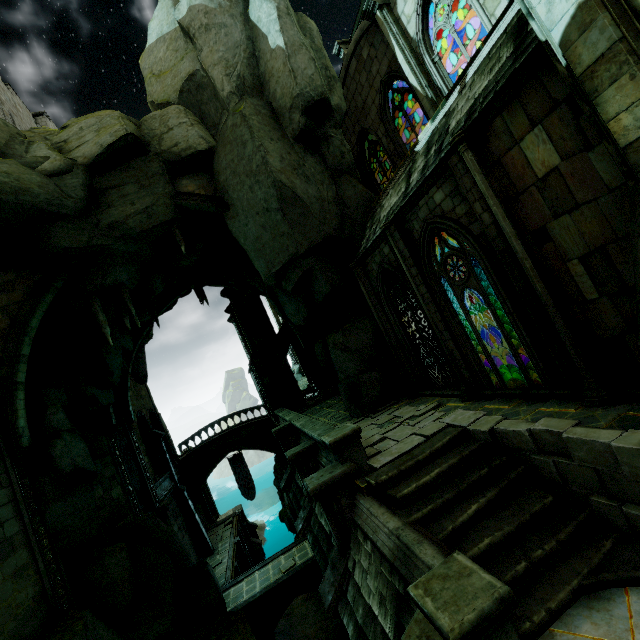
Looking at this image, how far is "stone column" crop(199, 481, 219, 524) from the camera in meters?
31.6

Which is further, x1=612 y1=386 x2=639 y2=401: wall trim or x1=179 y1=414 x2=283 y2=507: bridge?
x1=179 y1=414 x2=283 y2=507: bridge

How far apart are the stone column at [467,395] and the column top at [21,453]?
13.30m

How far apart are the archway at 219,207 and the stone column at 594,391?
9.5m

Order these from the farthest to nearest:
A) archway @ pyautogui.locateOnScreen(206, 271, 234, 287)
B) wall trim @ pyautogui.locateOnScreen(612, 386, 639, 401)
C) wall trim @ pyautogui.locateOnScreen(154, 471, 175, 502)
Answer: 1. archway @ pyautogui.locateOnScreen(206, 271, 234, 287)
2. wall trim @ pyautogui.locateOnScreen(154, 471, 175, 502)
3. wall trim @ pyautogui.locateOnScreen(612, 386, 639, 401)

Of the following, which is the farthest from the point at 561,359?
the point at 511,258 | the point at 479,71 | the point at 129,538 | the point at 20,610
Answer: the point at 129,538

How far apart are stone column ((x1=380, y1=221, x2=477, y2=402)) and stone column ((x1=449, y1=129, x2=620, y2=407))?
2.89m

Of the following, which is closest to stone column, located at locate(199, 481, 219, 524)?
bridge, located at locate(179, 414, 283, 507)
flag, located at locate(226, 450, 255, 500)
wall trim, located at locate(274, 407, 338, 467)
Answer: bridge, located at locate(179, 414, 283, 507)
